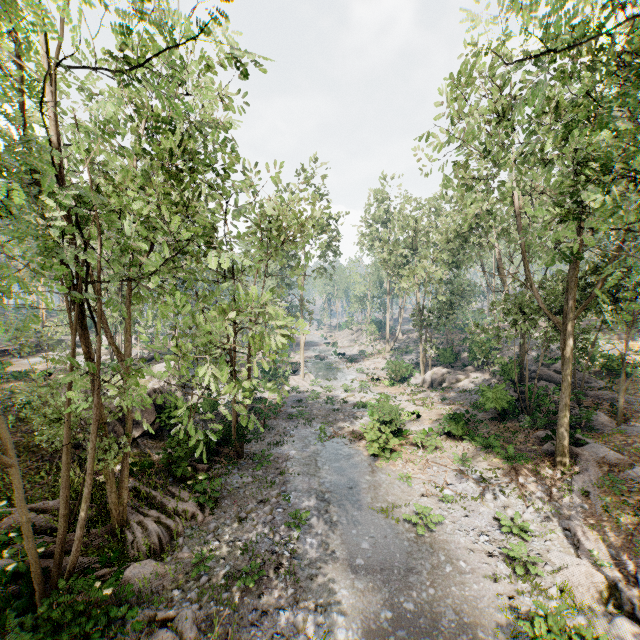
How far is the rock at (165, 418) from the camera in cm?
1591

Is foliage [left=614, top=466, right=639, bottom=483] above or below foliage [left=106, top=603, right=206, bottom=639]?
above

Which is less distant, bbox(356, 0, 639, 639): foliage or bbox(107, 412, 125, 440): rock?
bbox(356, 0, 639, 639): foliage

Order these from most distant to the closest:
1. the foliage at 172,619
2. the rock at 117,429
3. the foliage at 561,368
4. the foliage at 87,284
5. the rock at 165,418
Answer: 1. the rock at 117,429
2. the rock at 165,418
3. the foliage at 561,368
4. the foliage at 172,619
5. the foliage at 87,284

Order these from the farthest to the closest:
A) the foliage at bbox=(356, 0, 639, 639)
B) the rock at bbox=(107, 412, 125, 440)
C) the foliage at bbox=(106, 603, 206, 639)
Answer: the rock at bbox=(107, 412, 125, 440) → the foliage at bbox=(356, 0, 639, 639) → the foliage at bbox=(106, 603, 206, 639)

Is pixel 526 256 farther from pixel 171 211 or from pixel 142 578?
pixel 142 578

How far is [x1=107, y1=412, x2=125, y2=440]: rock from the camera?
17.0 meters
